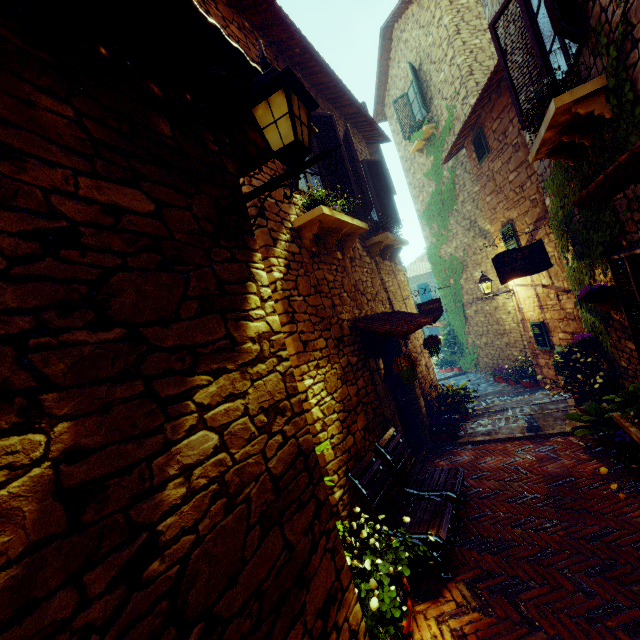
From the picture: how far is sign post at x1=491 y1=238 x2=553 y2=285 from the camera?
6.0m

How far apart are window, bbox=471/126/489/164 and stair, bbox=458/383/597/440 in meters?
6.0 m

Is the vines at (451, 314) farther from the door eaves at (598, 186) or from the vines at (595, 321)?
the door eaves at (598, 186)

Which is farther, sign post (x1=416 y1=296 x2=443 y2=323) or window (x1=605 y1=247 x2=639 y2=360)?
sign post (x1=416 y1=296 x2=443 y2=323)

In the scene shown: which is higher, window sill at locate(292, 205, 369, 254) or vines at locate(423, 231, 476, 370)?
window sill at locate(292, 205, 369, 254)

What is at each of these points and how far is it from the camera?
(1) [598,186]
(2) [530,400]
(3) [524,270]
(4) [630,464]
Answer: (1) door eaves, 2.2 meters
(2) stair, 7.7 meters
(3) sign post, 6.0 meters
(4) flower pot, 2.8 meters

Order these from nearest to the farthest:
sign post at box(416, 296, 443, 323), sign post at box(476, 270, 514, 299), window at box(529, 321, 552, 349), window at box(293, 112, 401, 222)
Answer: window at box(293, 112, 401, 222) → sign post at box(416, 296, 443, 323) → window at box(529, 321, 552, 349) → sign post at box(476, 270, 514, 299)

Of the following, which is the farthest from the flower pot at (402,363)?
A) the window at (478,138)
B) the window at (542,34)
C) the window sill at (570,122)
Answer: the window at (478,138)
